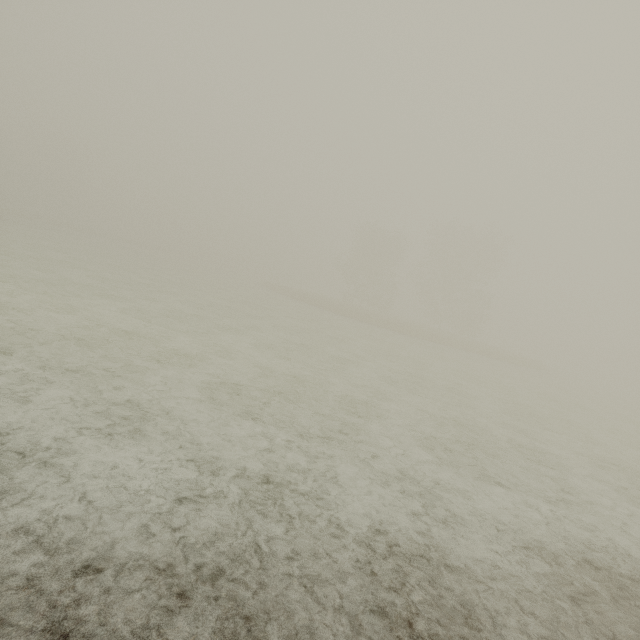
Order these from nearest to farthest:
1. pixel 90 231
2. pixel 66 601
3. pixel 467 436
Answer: pixel 66 601 → pixel 467 436 → pixel 90 231
